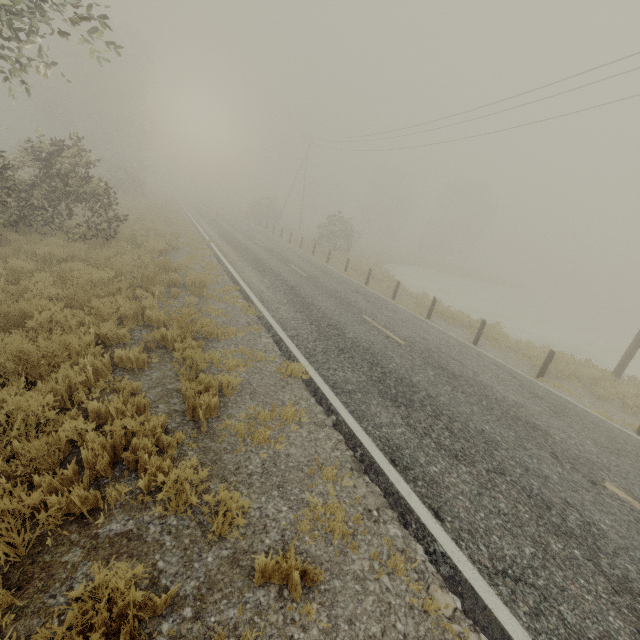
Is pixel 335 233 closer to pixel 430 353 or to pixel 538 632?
pixel 430 353

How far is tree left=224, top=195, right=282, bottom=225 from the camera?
41.63m

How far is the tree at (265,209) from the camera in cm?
4163
